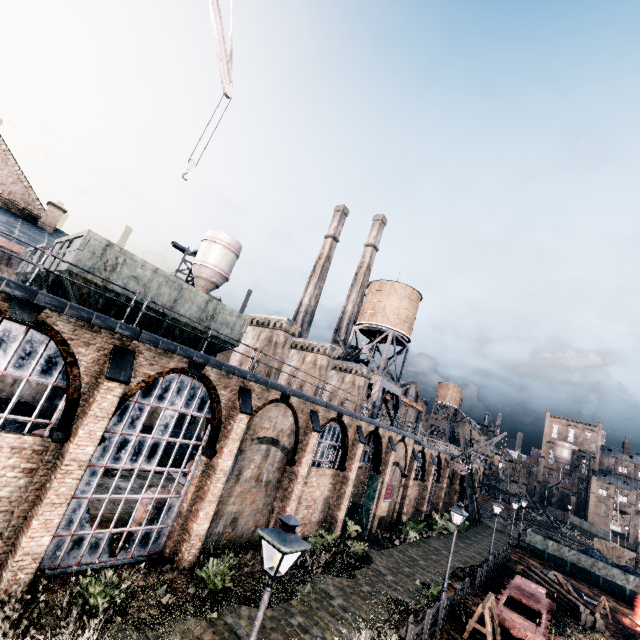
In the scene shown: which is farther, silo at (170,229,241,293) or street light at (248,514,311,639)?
silo at (170,229,241,293)

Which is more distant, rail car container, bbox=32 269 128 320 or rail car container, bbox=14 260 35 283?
rail car container, bbox=14 260 35 283

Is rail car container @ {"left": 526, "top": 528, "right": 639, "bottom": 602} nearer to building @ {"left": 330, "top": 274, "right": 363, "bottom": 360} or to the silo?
building @ {"left": 330, "top": 274, "right": 363, "bottom": 360}

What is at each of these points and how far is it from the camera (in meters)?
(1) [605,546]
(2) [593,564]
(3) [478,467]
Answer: (1) wooden chest, 44.34
(2) rail car container, 33.97
(3) building, 58.03

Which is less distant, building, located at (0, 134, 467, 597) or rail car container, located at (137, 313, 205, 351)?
building, located at (0, 134, 467, 597)

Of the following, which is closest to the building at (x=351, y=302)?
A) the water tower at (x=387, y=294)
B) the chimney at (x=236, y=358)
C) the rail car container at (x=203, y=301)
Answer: the water tower at (x=387, y=294)

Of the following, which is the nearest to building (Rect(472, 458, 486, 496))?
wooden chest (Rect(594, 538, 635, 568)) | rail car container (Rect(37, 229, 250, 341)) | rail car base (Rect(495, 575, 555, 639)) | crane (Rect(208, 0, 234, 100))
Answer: rail car container (Rect(37, 229, 250, 341))

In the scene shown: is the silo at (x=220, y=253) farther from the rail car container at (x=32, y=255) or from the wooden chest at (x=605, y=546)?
the wooden chest at (x=605, y=546)
